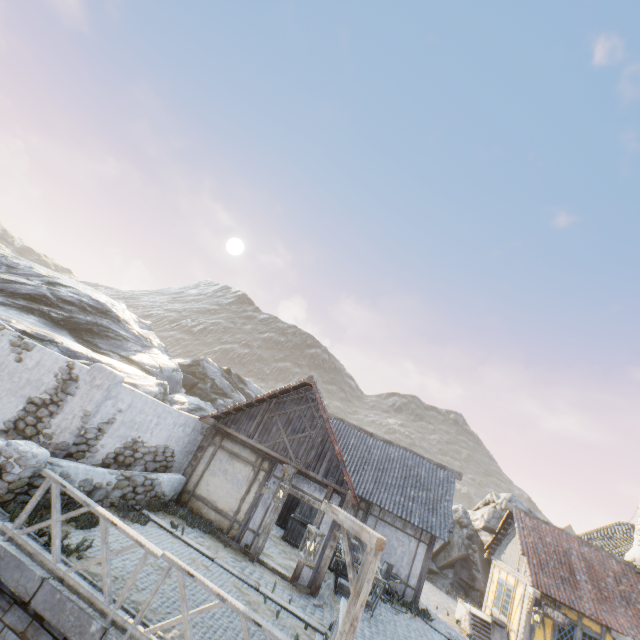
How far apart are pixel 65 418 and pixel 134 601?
4.5m

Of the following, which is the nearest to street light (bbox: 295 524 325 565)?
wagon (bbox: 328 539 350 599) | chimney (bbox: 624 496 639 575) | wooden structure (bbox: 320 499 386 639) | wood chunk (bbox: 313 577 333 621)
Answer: wooden structure (bbox: 320 499 386 639)

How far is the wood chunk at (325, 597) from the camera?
9.3 meters

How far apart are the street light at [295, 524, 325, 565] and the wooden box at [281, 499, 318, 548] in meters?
8.9

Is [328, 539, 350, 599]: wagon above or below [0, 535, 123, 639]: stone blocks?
above

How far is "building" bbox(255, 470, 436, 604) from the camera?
10.1m

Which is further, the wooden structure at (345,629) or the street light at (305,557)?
the street light at (305,557)

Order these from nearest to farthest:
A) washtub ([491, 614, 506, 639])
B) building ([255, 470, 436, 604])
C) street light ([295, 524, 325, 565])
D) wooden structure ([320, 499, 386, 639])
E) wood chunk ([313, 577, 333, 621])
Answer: wooden structure ([320, 499, 386, 639]), street light ([295, 524, 325, 565]), wood chunk ([313, 577, 333, 621]), building ([255, 470, 436, 604]), washtub ([491, 614, 506, 639])
